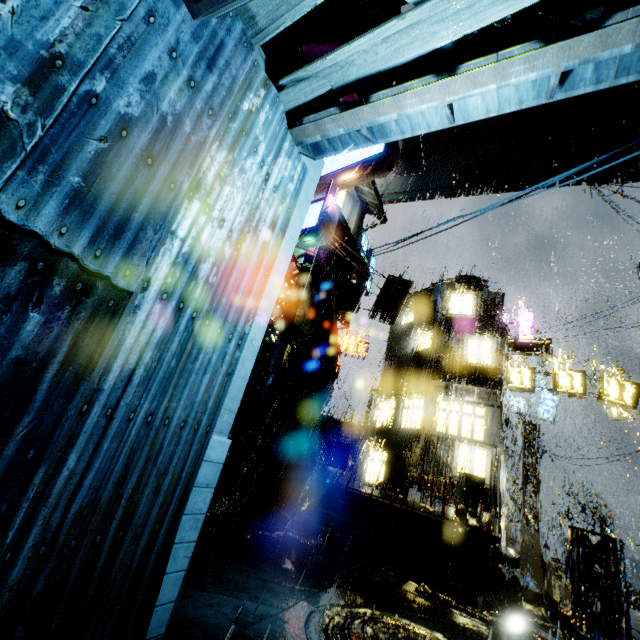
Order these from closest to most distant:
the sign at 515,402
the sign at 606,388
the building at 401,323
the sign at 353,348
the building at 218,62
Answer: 1. the building at 218,62
2. the building at 401,323
3. the sign at 606,388
4. the sign at 515,402
5. the sign at 353,348

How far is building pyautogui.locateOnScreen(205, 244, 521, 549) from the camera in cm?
1052

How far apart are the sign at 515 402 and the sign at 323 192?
22.59m

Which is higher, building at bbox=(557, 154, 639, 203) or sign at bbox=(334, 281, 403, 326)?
building at bbox=(557, 154, 639, 203)

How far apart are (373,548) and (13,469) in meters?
9.4 m

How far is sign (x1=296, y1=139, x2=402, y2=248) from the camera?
11.3m

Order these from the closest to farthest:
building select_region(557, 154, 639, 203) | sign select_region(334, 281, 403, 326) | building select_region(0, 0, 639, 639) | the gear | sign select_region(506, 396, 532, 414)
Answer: building select_region(0, 0, 639, 639)
the gear
building select_region(557, 154, 639, 203)
sign select_region(334, 281, 403, 326)
sign select_region(506, 396, 532, 414)

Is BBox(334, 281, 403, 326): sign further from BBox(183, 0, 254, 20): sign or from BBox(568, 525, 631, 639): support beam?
BBox(183, 0, 254, 20): sign
